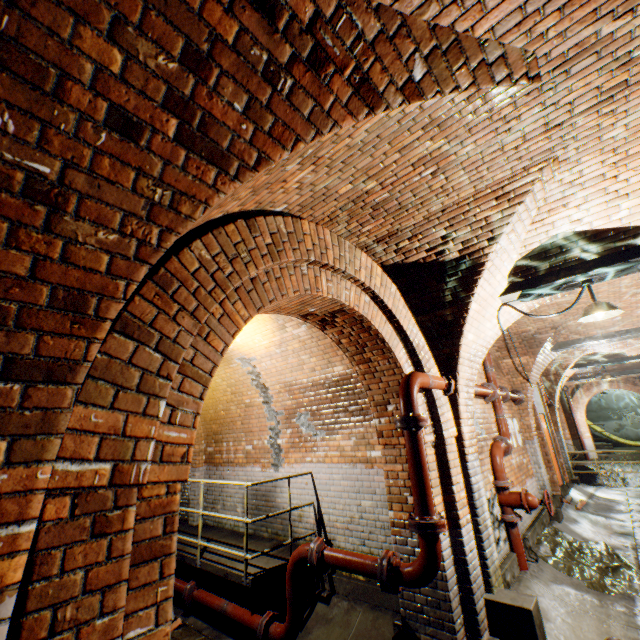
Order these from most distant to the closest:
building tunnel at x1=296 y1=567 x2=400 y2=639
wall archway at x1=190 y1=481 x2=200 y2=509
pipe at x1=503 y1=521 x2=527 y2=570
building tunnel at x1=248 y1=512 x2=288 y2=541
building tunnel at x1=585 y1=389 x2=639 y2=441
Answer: building tunnel at x1=585 y1=389 x2=639 y2=441, wall archway at x1=190 y1=481 x2=200 y2=509, building tunnel at x1=248 y1=512 x2=288 y2=541, pipe at x1=503 y1=521 x2=527 y2=570, building tunnel at x1=296 y1=567 x2=400 y2=639

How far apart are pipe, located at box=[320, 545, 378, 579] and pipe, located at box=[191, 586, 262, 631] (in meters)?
1.48

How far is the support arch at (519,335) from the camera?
6.59m

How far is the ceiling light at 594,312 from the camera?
3.79m

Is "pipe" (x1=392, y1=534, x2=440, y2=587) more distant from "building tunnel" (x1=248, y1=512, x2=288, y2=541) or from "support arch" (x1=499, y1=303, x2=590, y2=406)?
"support arch" (x1=499, y1=303, x2=590, y2=406)

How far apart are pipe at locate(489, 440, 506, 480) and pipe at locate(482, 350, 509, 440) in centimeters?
11cm

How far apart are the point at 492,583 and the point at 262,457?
4.5 meters

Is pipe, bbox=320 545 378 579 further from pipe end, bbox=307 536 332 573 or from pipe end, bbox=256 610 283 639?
pipe end, bbox=256 610 283 639
